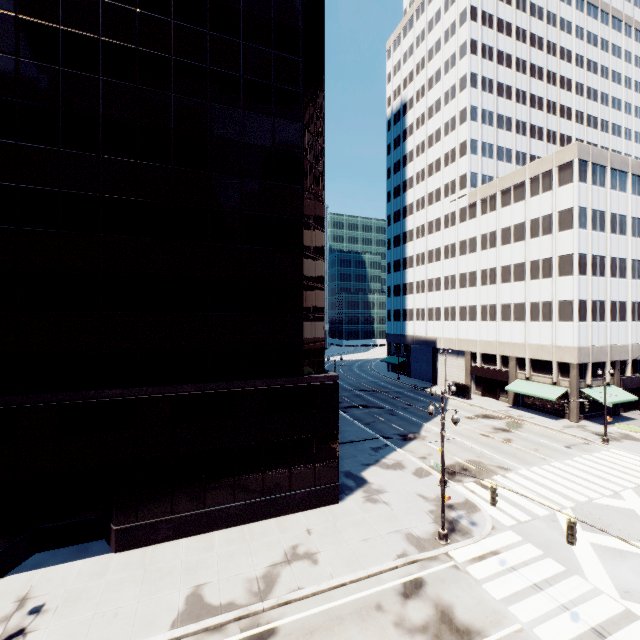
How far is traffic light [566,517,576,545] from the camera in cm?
1158

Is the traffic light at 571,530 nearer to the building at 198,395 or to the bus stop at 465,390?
the building at 198,395

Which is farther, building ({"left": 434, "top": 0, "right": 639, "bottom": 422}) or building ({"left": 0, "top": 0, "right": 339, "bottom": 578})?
building ({"left": 434, "top": 0, "right": 639, "bottom": 422})

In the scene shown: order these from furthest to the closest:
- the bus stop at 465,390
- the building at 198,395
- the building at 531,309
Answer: the bus stop at 465,390 < the building at 531,309 < the building at 198,395

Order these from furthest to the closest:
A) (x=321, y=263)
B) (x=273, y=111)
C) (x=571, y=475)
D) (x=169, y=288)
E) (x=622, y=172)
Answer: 1. (x=622, y=172)
2. (x=571, y=475)
3. (x=321, y=263)
4. (x=273, y=111)
5. (x=169, y=288)

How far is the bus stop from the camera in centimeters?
4825cm

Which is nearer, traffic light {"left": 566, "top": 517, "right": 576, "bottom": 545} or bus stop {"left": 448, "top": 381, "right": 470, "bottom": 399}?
traffic light {"left": 566, "top": 517, "right": 576, "bottom": 545}

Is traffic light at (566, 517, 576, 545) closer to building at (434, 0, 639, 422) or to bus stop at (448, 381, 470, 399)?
building at (434, 0, 639, 422)
